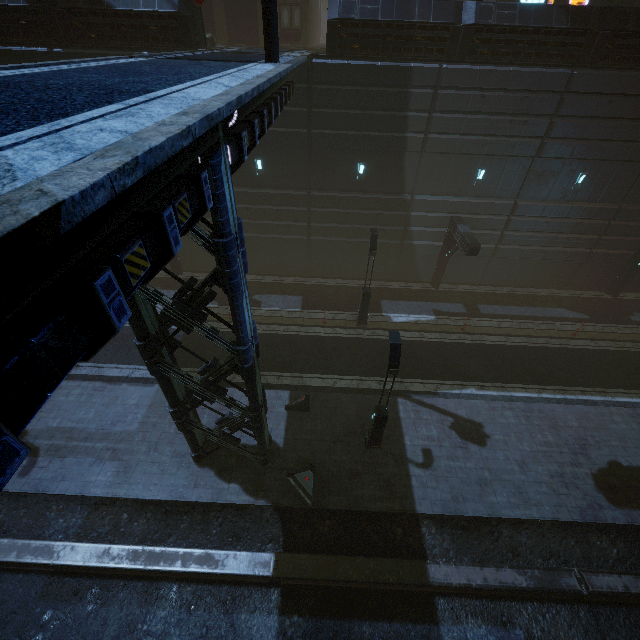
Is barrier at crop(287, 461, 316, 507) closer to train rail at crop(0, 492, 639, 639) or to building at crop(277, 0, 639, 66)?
train rail at crop(0, 492, 639, 639)

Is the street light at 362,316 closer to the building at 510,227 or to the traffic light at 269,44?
the building at 510,227

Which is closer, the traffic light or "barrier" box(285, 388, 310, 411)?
the traffic light

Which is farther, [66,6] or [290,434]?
[66,6]

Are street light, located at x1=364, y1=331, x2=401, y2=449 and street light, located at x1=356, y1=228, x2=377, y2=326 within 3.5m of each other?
no

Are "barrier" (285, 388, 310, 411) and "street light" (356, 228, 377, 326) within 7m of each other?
yes

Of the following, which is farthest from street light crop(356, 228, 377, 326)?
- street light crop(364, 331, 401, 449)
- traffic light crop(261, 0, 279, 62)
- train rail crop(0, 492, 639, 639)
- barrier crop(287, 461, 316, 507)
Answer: train rail crop(0, 492, 639, 639)

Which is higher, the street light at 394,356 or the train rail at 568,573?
the street light at 394,356
